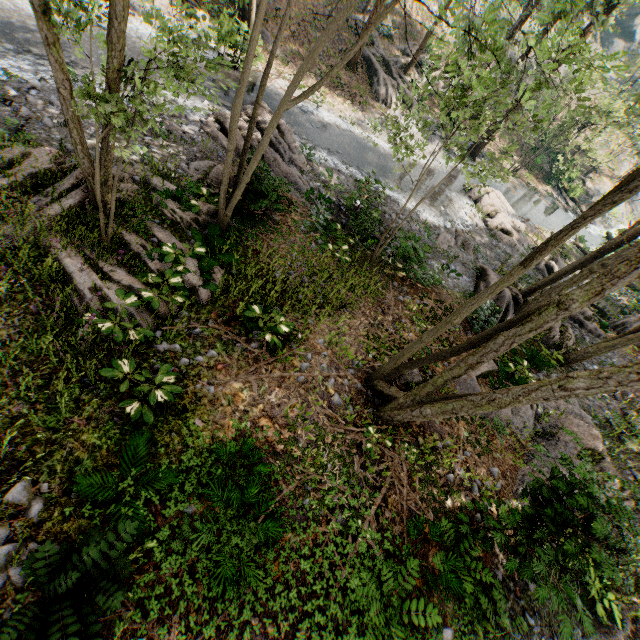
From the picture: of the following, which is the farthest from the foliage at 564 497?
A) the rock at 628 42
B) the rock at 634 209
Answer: the rock at 634 209

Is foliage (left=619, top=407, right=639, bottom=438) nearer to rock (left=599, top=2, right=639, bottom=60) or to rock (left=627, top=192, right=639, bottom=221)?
rock (left=599, top=2, right=639, bottom=60)

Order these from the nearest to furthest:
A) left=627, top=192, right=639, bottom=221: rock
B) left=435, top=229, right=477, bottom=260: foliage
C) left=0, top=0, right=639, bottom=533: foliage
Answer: left=0, top=0, right=639, bottom=533: foliage → left=435, top=229, right=477, bottom=260: foliage → left=627, top=192, right=639, bottom=221: rock

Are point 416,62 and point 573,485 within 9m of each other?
no

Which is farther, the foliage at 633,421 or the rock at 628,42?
the rock at 628,42

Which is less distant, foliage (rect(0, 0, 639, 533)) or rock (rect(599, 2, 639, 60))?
foliage (rect(0, 0, 639, 533))
